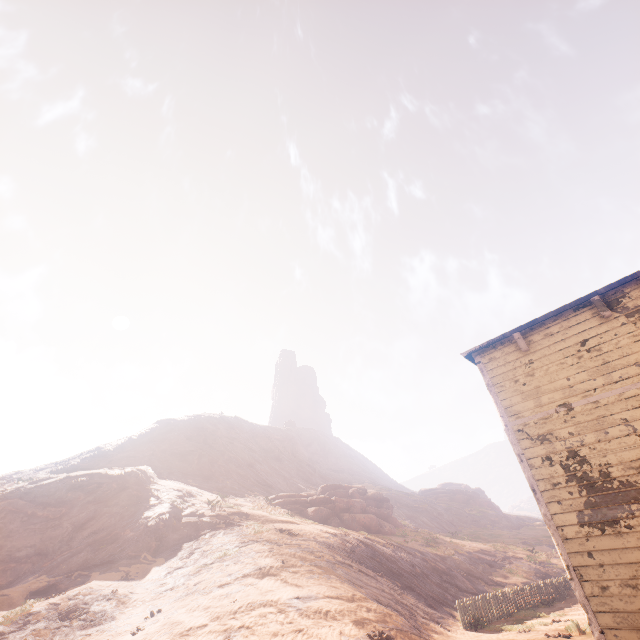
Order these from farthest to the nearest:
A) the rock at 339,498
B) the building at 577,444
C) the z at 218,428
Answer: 1. the rock at 339,498
2. the z at 218,428
3. the building at 577,444

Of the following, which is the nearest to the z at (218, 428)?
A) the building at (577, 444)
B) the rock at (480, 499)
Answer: the building at (577, 444)

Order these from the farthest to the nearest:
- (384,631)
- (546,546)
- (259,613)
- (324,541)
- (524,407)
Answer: (546,546), (324,541), (259,613), (384,631), (524,407)

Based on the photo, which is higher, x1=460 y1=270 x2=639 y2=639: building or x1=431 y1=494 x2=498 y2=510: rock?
x1=431 y1=494 x2=498 y2=510: rock

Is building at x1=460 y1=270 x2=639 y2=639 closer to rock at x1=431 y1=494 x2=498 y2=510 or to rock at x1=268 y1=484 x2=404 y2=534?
rock at x1=268 y1=484 x2=404 y2=534

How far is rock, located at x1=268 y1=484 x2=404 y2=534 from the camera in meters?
27.7

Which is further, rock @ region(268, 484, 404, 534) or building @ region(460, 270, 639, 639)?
rock @ region(268, 484, 404, 534)

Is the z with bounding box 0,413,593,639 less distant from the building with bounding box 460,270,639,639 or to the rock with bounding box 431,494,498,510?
the building with bounding box 460,270,639,639
